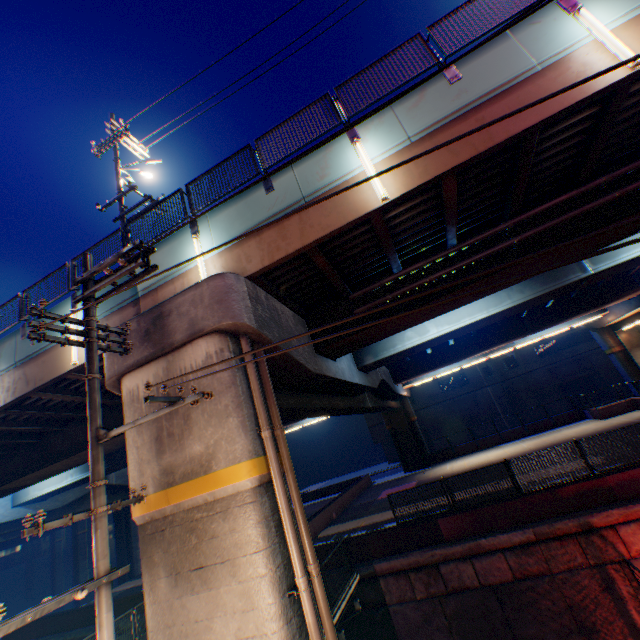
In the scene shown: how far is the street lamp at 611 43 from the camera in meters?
6.1

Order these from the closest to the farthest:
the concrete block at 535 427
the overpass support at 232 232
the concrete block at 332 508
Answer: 1. the overpass support at 232 232
2. the concrete block at 332 508
3. the concrete block at 535 427

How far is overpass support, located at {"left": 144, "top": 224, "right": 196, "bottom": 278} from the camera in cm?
914

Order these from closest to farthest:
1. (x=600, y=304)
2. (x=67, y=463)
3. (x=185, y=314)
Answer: (x=185, y=314) → (x=67, y=463) → (x=600, y=304)

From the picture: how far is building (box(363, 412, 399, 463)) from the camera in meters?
44.9 m

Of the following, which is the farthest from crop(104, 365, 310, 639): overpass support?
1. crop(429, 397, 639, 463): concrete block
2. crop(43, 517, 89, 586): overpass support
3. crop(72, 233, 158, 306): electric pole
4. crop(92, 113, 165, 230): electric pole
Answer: crop(43, 517, 89, 586): overpass support

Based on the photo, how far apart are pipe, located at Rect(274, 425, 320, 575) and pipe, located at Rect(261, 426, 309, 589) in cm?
29

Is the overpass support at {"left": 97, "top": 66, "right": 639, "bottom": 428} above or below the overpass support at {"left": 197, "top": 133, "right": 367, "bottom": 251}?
below
